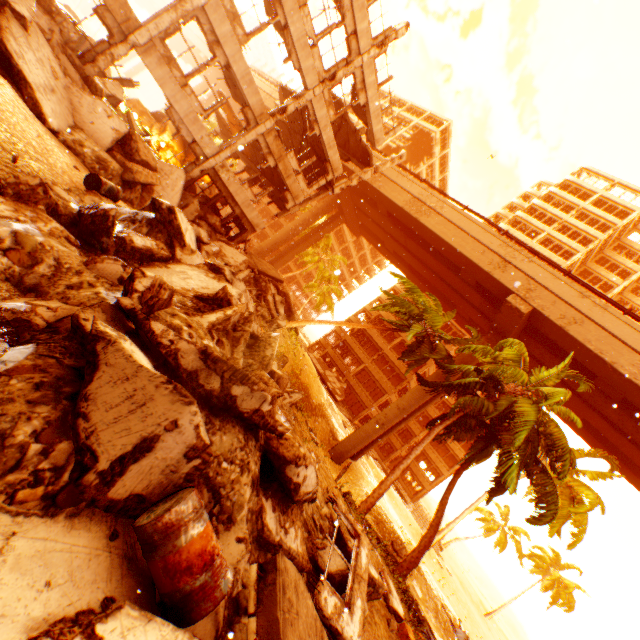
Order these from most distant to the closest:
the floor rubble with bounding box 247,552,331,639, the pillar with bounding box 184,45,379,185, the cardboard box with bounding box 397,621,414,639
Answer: the pillar with bounding box 184,45,379,185, the cardboard box with bounding box 397,621,414,639, the floor rubble with bounding box 247,552,331,639

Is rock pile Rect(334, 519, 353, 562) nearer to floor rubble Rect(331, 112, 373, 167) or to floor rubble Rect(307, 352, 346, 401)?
floor rubble Rect(307, 352, 346, 401)

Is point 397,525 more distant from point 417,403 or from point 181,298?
point 181,298

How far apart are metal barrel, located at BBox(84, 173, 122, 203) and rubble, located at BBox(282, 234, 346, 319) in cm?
3063

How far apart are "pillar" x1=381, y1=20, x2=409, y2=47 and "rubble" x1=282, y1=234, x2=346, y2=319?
23.6m

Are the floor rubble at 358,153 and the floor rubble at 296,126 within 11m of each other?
yes

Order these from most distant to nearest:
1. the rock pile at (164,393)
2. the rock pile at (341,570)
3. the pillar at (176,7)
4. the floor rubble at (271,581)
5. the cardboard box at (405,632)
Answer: the pillar at (176,7), the cardboard box at (405,632), the rock pile at (341,570), the floor rubble at (271,581), the rock pile at (164,393)

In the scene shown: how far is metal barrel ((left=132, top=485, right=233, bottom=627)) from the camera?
2.6m
